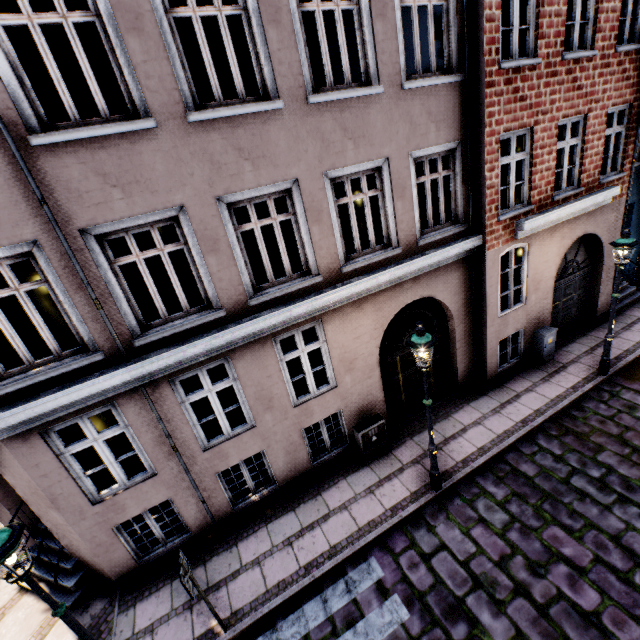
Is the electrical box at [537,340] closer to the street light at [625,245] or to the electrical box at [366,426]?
the street light at [625,245]

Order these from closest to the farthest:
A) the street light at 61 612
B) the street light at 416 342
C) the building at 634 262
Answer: the street light at 61 612
the street light at 416 342
the building at 634 262

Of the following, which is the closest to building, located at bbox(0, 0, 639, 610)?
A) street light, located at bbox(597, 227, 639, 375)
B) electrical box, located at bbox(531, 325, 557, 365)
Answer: electrical box, located at bbox(531, 325, 557, 365)

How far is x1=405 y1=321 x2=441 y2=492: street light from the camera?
5.3m

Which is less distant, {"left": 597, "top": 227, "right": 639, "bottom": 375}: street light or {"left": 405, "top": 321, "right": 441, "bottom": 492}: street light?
{"left": 405, "top": 321, "right": 441, "bottom": 492}: street light

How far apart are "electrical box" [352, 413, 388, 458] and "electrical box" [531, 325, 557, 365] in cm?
535

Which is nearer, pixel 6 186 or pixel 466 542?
pixel 6 186

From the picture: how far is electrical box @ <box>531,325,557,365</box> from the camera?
9.3 meters
